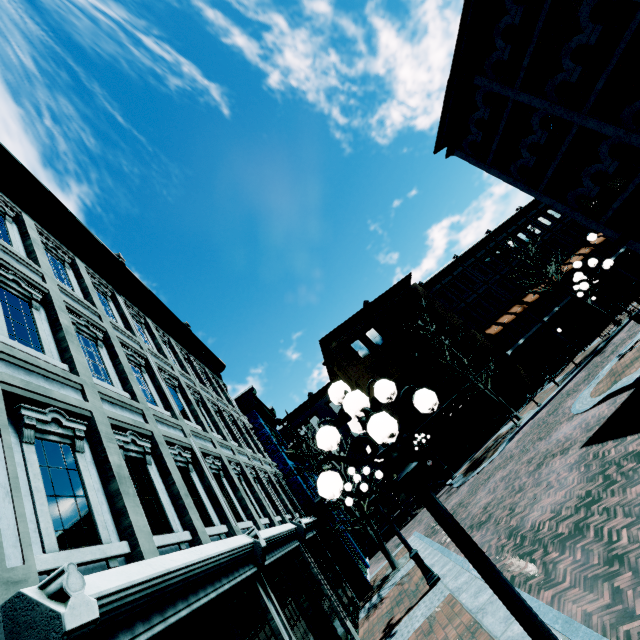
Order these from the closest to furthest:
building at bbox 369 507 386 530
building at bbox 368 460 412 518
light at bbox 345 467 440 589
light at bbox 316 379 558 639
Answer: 1. light at bbox 316 379 558 639
2. light at bbox 345 467 440 589
3. building at bbox 369 507 386 530
4. building at bbox 368 460 412 518

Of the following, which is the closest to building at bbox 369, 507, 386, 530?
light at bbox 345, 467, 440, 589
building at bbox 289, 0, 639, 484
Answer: light at bbox 345, 467, 440, 589

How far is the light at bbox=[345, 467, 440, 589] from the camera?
8.9m

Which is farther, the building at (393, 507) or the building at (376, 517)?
the building at (393, 507)

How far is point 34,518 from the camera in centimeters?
316cm

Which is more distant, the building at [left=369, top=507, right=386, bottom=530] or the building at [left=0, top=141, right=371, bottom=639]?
the building at [left=369, top=507, right=386, bottom=530]

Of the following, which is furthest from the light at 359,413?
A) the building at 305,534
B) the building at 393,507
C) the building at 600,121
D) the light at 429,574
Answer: the building at 393,507

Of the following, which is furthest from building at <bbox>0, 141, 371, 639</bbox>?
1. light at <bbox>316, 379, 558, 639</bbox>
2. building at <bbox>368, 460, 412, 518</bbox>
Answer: light at <bbox>316, 379, 558, 639</bbox>
